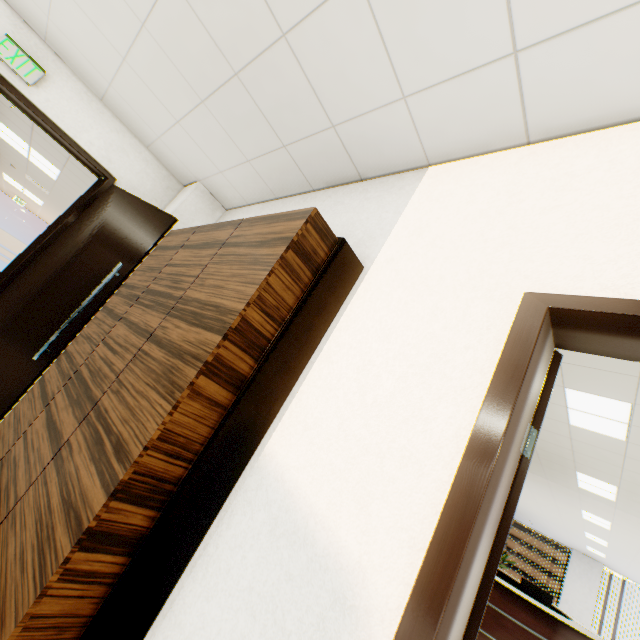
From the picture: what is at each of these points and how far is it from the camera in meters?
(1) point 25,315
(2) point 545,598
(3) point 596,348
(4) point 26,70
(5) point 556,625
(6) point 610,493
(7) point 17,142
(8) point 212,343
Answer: (1) door, 2.7
(2) monitor, 4.1
(3) door, 1.0
(4) sign, 2.7
(5) reception desk, 3.7
(6) light, 5.1
(7) light, 5.5
(8) cupboard, 1.2

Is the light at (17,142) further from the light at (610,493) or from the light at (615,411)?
Answer: the light at (610,493)

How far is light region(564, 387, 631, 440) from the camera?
3.0 meters

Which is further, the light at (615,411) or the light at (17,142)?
the light at (17,142)

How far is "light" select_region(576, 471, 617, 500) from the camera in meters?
4.8 m

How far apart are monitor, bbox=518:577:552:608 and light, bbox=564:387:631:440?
2.20m

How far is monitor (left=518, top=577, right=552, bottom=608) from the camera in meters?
4.1 m

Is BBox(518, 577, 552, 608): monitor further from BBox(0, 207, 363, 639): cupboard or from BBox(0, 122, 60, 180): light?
BBox(0, 122, 60, 180): light
